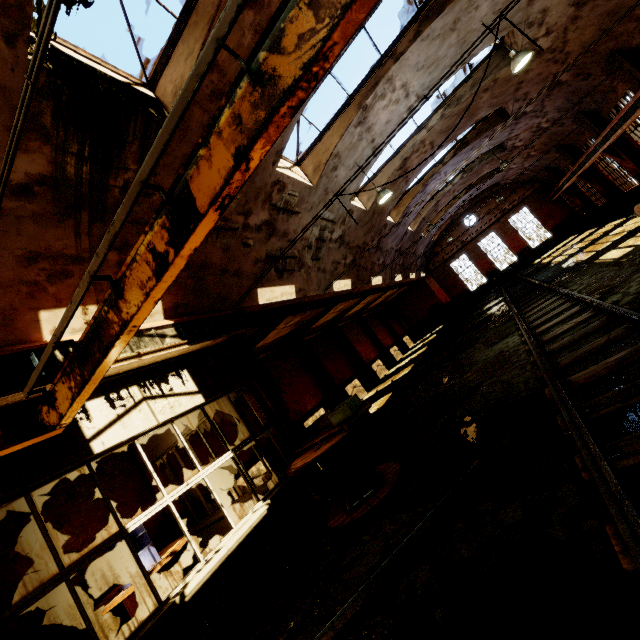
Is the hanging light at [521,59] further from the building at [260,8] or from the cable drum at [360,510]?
the cable drum at [360,510]

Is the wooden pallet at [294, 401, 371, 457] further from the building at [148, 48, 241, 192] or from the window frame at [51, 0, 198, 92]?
the window frame at [51, 0, 198, 92]

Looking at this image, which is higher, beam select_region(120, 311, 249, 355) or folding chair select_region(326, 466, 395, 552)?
beam select_region(120, 311, 249, 355)

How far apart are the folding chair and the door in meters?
31.5 m

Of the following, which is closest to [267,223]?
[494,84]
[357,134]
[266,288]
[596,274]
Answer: [266,288]

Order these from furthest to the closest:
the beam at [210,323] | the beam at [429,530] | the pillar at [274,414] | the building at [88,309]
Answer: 1. the pillar at [274,414]
2. the beam at [210,323]
3. the building at [88,309]
4. the beam at [429,530]

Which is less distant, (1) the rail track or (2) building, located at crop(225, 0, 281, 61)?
(1) the rail track

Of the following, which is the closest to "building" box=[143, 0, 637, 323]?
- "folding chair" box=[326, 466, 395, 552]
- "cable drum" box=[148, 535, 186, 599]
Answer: "folding chair" box=[326, 466, 395, 552]
